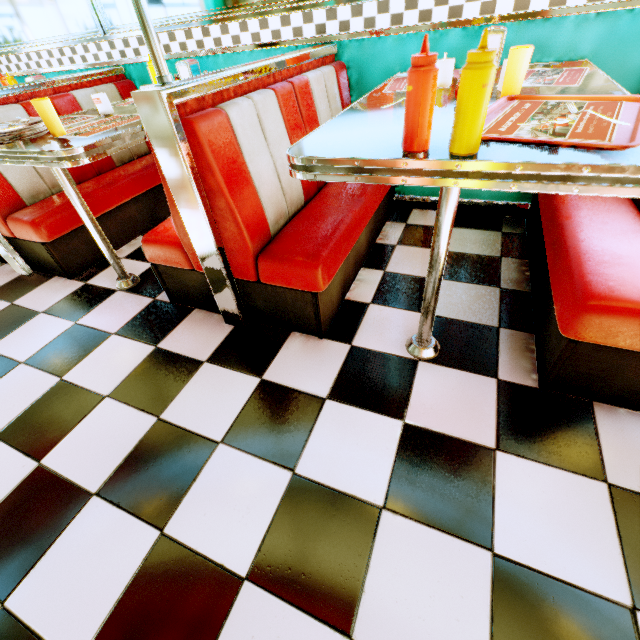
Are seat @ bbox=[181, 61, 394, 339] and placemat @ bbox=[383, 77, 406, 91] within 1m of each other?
yes

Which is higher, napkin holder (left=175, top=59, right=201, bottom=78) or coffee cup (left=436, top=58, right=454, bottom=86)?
napkin holder (left=175, top=59, right=201, bottom=78)

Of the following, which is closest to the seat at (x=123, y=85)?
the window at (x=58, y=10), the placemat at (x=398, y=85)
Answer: the window at (x=58, y=10)

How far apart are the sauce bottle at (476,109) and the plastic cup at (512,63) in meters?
0.7 m

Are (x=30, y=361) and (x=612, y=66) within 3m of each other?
no

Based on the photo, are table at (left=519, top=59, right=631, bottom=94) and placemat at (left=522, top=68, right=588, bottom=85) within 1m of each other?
yes

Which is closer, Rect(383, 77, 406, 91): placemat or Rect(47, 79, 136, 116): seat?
Rect(383, 77, 406, 91): placemat

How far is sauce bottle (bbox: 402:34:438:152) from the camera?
0.76m
